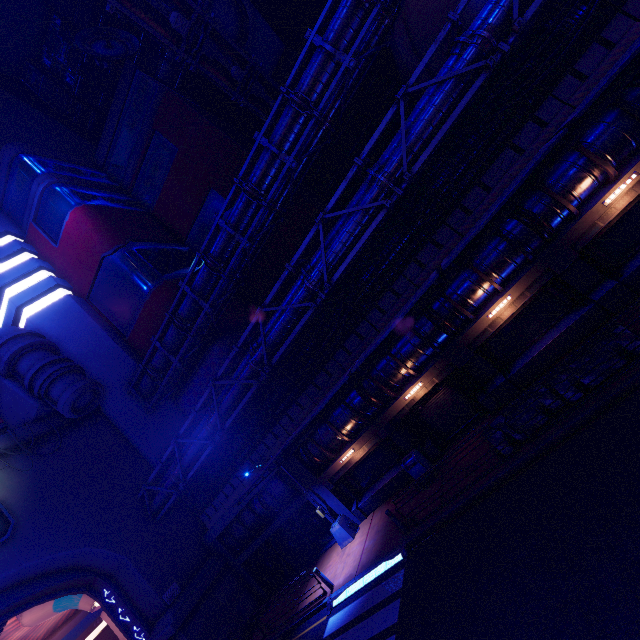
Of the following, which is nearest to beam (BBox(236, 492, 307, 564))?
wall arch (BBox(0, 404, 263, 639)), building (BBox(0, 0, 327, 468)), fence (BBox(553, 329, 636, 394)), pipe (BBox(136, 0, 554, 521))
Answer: wall arch (BBox(0, 404, 263, 639))

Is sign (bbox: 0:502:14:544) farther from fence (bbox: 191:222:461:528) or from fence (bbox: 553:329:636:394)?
fence (bbox: 553:329:636:394)

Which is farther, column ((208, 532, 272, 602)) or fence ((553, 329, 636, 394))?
column ((208, 532, 272, 602))

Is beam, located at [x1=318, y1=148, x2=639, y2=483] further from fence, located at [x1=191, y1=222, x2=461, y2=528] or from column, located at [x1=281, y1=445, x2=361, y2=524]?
fence, located at [x1=191, y1=222, x2=461, y2=528]

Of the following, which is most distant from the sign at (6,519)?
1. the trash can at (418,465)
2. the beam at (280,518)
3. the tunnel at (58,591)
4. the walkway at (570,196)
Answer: the trash can at (418,465)

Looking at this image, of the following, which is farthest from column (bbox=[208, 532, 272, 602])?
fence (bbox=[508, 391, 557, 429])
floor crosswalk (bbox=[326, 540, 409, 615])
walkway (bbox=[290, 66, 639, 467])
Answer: fence (bbox=[508, 391, 557, 429])

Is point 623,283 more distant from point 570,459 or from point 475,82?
point 475,82

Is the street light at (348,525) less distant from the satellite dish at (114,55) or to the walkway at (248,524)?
the walkway at (248,524)
